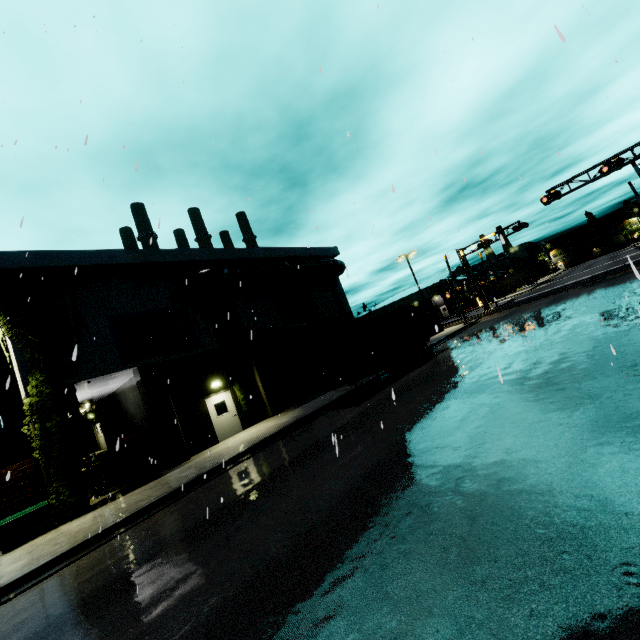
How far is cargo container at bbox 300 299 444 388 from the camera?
15.0m

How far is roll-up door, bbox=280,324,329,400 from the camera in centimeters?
2196cm

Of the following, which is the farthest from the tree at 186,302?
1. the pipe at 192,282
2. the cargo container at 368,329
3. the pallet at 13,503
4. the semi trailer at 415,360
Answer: the pallet at 13,503

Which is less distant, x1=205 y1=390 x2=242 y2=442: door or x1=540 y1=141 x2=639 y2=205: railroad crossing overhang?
x1=205 y1=390 x2=242 y2=442: door

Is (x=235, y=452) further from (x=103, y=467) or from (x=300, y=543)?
(x=103, y=467)

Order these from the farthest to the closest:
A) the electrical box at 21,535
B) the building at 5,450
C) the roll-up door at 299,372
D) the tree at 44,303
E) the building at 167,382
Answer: the roll-up door at 299,372 → the building at 5,450 → the building at 167,382 → the tree at 44,303 → the electrical box at 21,535

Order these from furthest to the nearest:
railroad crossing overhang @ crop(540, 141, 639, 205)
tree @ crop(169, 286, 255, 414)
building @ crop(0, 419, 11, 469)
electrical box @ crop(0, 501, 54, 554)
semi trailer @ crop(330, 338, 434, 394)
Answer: railroad crossing overhang @ crop(540, 141, 639, 205), tree @ crop(169, 286, 255, 414), building @ crop(0, 419, 11, 469), semi trailer @ crop(330, 338, 434, 394), electrical box @ crop(0, 501, 54, 554)

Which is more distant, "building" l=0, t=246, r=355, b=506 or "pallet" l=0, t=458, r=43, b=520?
"building" l=0, t=246, r=355, b=506
